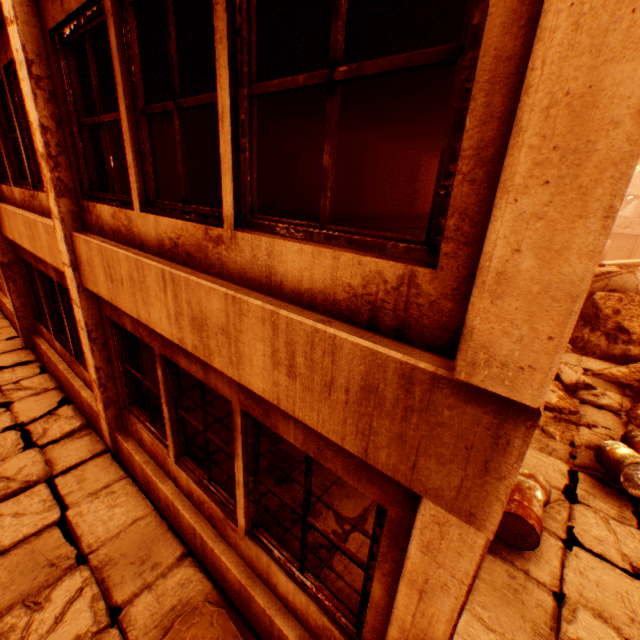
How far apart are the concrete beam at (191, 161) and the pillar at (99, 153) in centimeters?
460cm

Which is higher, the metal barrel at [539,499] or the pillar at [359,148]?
the pillar at [359,148]

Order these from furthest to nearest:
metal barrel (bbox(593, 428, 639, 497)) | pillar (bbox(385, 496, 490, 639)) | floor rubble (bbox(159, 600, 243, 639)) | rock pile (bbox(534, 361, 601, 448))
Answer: rock pile (bbox(534, 361, 601, 448)) < metal barrel (bbox(593, 428, 639, 497)) < floor rubble (bbox(159, 600, 243, 639)) < pillar (bbox(385, 496, 490, 639))

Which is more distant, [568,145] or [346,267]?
[346,267]

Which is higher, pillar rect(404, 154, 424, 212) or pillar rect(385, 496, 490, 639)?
pillar rect(404, 154, 424, 212)

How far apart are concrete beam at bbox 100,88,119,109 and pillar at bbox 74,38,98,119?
4.60m

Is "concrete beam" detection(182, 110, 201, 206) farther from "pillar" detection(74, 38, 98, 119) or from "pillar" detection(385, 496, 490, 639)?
"pillar" detection(74, 38, 98, 119)

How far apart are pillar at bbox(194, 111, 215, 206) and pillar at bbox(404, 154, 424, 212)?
9.74m
